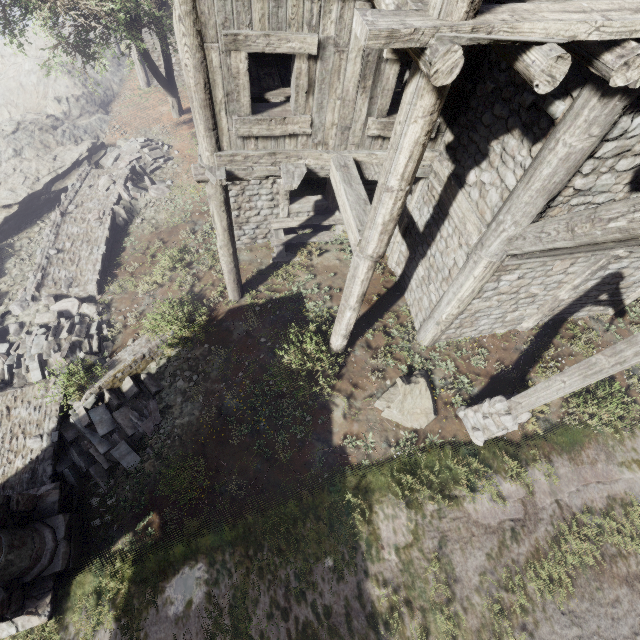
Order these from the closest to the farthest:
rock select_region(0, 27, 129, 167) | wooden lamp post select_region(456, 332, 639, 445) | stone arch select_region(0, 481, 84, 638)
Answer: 1. wooden lamp post select_region(456, 332, 639, 445)
2. stone arch select_region(0, 481, 84, 638)
3. rock select_region(0, 27, 129, 167)

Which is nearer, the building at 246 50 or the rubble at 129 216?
the building at 246 50

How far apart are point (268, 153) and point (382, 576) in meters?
8.0 m

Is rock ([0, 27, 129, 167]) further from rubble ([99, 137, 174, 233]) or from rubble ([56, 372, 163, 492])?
rubble ([56, 372, 163, 492])

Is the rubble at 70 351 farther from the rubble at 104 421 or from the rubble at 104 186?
the rubble at 104 186

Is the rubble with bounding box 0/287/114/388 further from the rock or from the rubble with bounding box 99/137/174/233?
the rock

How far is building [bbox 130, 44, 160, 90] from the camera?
18.27m

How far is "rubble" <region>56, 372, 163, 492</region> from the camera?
7.30m
